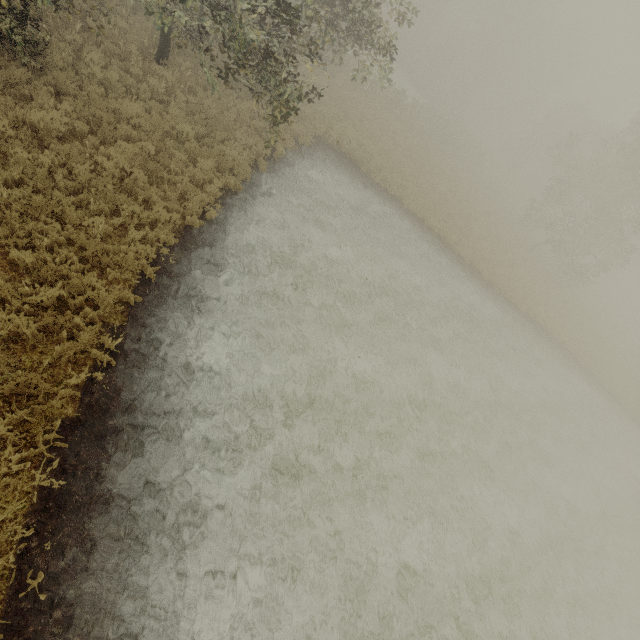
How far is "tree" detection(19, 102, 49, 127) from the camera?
7.7m

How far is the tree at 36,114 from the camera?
7.7 meters

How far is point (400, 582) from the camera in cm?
809
